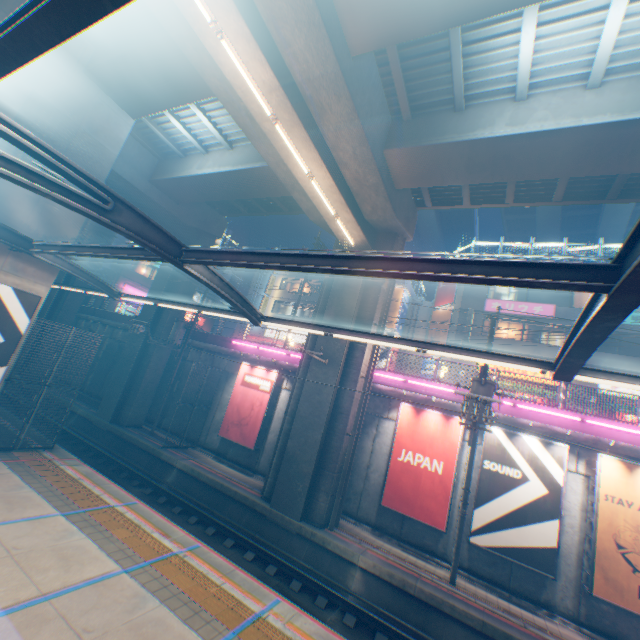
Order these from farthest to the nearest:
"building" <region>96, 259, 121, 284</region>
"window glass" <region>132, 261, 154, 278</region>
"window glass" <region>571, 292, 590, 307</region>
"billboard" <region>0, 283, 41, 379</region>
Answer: "window glass" <region>132, 261, 154, 278</region> → "building" <region>96, 259, 121, 284</region> → "window glass" <region>571, 292, 590, 307</region> → "billboard" <region>0, 283, 41, 379</region>

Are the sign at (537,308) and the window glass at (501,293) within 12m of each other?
yes

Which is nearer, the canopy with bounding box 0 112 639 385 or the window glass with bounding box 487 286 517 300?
the canopy with bounding box 0 112 639 385

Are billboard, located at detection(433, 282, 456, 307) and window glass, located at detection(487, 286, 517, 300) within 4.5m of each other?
yes

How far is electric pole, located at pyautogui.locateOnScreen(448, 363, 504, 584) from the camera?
9.55m

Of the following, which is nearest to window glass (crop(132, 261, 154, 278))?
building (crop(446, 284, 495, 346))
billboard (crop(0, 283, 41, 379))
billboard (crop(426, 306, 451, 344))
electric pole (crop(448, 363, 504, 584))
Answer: billboard (crop(0, 283, 41, 379))

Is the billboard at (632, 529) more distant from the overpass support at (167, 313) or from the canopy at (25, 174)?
the overpass support at (167, 313)

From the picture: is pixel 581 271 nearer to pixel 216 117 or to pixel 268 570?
pixel 268 570
